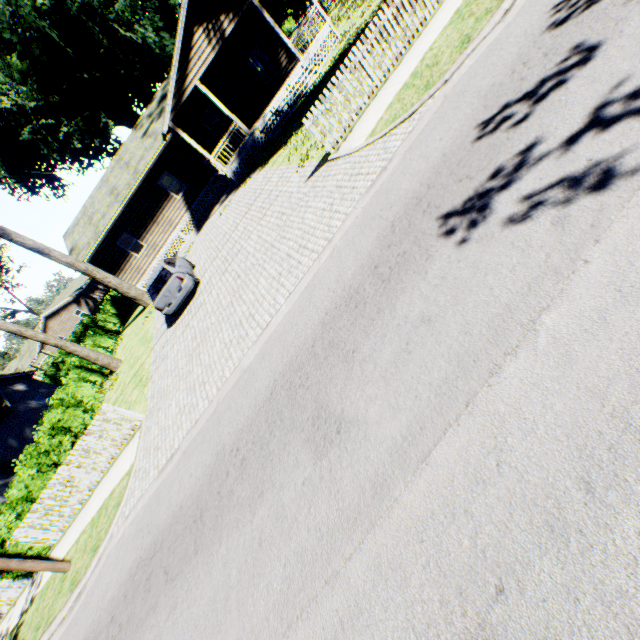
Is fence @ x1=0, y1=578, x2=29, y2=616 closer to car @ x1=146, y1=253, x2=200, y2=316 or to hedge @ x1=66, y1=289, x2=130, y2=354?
car @ x1=146, y1=253, x2=200, y2=316

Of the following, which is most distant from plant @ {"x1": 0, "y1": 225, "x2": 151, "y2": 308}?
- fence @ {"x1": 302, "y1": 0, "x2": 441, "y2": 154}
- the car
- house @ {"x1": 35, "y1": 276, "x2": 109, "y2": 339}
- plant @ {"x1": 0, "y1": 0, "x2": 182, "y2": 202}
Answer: house @ {"x1": 35, "y1": 276, "x2": 109, "y2": 339}

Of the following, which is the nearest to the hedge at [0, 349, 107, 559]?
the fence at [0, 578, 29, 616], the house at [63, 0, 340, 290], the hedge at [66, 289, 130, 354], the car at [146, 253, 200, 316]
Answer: the fence at [0, 578, 29, 616]

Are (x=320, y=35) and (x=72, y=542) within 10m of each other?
no

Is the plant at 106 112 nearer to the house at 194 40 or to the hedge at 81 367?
the house at 194 40

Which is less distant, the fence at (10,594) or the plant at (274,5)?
the fence at (10,594)

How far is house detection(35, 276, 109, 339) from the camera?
48.1m

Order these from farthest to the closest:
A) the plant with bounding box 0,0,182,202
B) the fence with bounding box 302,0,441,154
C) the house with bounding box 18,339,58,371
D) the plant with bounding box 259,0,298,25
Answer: the plant with bounding box 259,0,298,25, the house with bounding box 18,339,58,371, the plant with bounding box 0,0,182,202, the fence with bounding box 302,0,441,154
